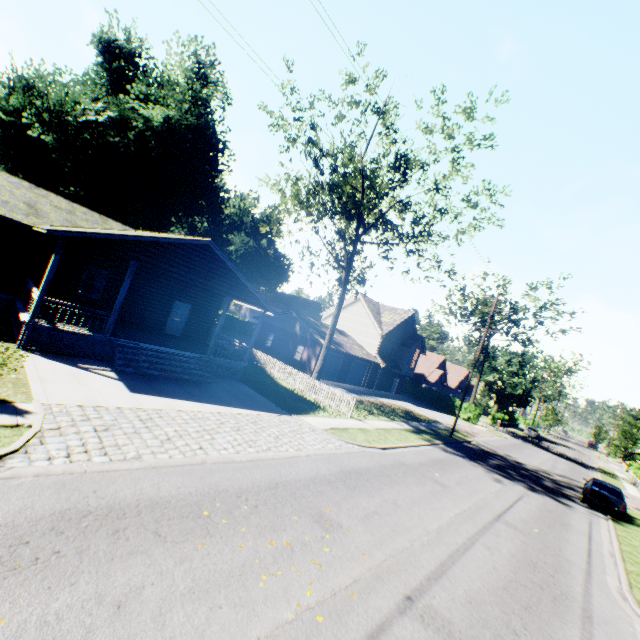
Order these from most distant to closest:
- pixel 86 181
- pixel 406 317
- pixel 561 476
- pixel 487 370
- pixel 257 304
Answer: pixel 487 370, pixel 406 317, pixel 86 181, pixel 561 476, pixel 257 304

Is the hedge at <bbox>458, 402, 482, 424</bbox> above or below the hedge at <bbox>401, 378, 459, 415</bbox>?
above

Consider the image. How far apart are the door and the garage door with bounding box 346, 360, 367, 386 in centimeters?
1993cm

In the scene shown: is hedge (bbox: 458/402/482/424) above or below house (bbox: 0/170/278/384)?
above

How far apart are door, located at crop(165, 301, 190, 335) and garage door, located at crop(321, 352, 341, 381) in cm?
1442

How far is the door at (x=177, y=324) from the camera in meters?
20.6

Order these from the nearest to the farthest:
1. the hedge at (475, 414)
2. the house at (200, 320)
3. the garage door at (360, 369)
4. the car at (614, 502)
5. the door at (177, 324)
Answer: the house at (200, 320) → the car at (614, 502) → the door at (177, 324) → the garage door at (360, 369) → the hedge at (475, 414)

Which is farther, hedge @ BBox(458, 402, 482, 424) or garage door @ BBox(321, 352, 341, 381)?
hedge @ BBox(458, 402, 482, 424)
